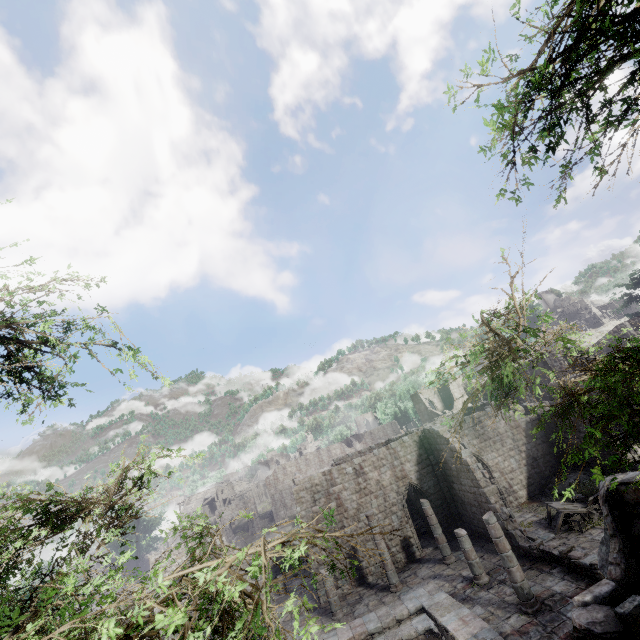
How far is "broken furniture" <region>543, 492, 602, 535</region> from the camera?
16.78m

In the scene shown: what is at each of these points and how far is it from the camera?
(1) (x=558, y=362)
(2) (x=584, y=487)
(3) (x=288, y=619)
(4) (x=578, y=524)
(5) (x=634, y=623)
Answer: (1) building, 30.8 meters
(2) rubble, 20.0 meters
(3) building, 18.9 meters
(4) broken furniture, 16.5 meters
(5) building, 4.1 meters

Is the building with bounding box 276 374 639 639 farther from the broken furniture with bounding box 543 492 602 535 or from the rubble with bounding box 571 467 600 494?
the broken furniture with bounding box 543 492 602 535

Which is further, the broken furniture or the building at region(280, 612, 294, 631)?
the building at region(280, 612, 294, 631)

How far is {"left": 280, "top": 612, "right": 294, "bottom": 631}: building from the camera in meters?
17.9 m

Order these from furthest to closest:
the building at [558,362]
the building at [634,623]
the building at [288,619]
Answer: the building at [558,362], the building at [288,619], the building at [634,623]

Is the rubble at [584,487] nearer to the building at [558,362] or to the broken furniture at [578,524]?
the building at [558,362]

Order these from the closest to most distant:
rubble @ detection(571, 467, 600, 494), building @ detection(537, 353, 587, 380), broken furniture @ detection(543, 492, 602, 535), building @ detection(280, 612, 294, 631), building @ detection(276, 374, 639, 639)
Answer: building @ detection(276, 374, 639, 639) < broken furniture @ detection(543, 492, 602, 535) < building @ detection(280, 612, 294, 631) < rubble @ detection(571, 467, 600, 494) < building @ detection(537, 353, 587, 380)
